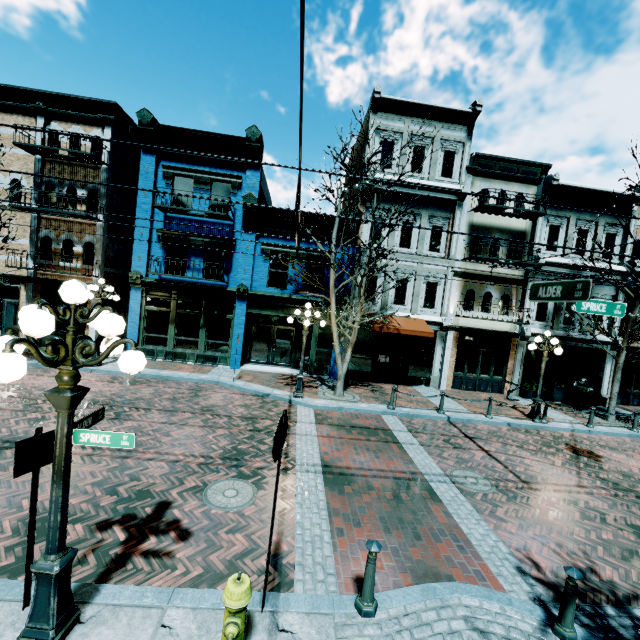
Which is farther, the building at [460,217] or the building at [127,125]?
the building at [460,217]

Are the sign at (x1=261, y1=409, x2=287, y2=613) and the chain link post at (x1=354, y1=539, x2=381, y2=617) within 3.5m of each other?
yes

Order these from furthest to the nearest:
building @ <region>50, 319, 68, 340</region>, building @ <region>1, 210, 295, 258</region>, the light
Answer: building @ <region>50, 319, 68, 340</region> < building @ <region>1, 210, 295, 258</region> < the light

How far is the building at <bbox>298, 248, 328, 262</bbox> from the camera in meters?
15.9 m

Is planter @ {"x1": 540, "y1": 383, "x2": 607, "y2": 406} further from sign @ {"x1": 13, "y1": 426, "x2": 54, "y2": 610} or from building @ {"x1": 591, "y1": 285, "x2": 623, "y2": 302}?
sign @ {"x1": 13, "y1": 426, "x2": 54, "y2": 610}

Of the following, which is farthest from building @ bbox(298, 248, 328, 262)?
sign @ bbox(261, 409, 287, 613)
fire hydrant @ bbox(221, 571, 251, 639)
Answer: fire hydrant @ bbox(221, 571, 251, 639)

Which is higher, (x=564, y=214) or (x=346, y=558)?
(x=564, y=214)

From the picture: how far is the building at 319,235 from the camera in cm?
1550
